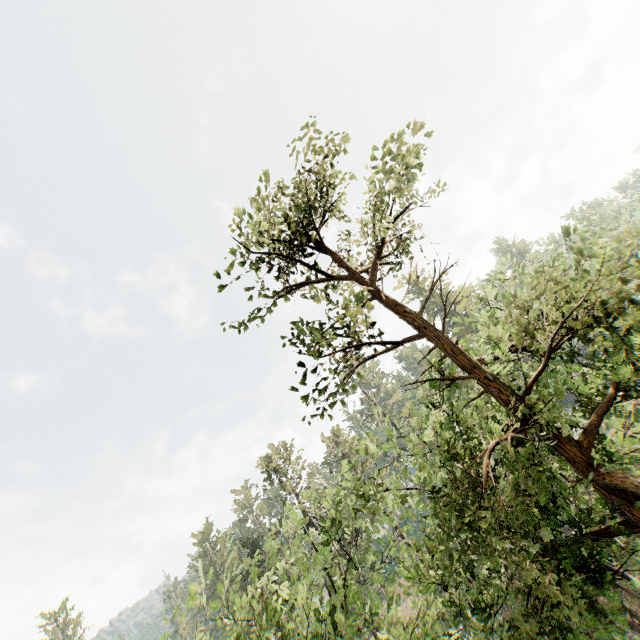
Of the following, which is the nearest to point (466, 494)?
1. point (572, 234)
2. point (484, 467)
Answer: Result: point (484, 467)
